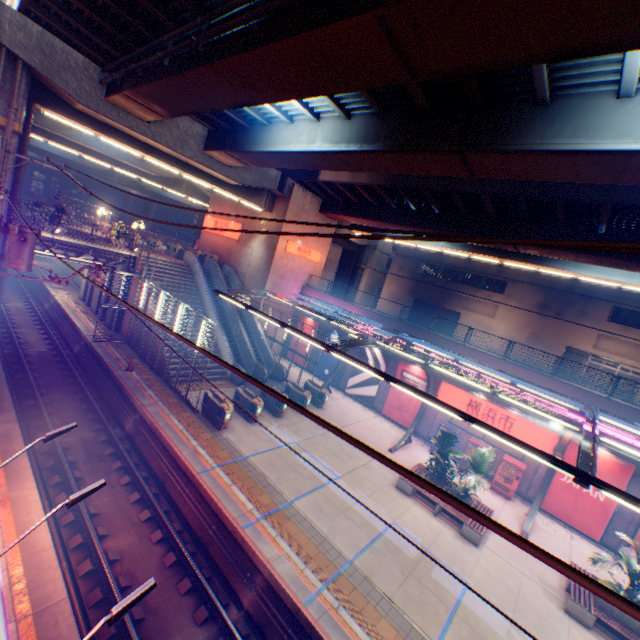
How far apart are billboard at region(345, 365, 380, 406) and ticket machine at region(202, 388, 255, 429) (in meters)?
11.90

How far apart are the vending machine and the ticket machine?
15.1 meters

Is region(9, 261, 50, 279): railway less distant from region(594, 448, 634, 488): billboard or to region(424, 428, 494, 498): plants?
region(424, 428, 494, 498): plants

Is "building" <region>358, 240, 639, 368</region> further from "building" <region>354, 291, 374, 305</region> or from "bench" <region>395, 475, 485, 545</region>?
"bench" <region>395, 475, 485, 545</region>

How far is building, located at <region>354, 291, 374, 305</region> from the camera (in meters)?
50.25

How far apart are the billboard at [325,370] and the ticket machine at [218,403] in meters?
12.0

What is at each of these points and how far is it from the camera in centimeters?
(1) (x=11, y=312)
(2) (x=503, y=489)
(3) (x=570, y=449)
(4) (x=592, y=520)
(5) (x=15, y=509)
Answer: (1) railway, 2467cm
(2) vending machine, 1800cm
(3) billboard, 1702cm
(4) billboard, 1625cm
(5) railway, 904cm

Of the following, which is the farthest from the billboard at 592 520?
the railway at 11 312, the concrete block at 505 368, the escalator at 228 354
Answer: the escalator at 228 354
